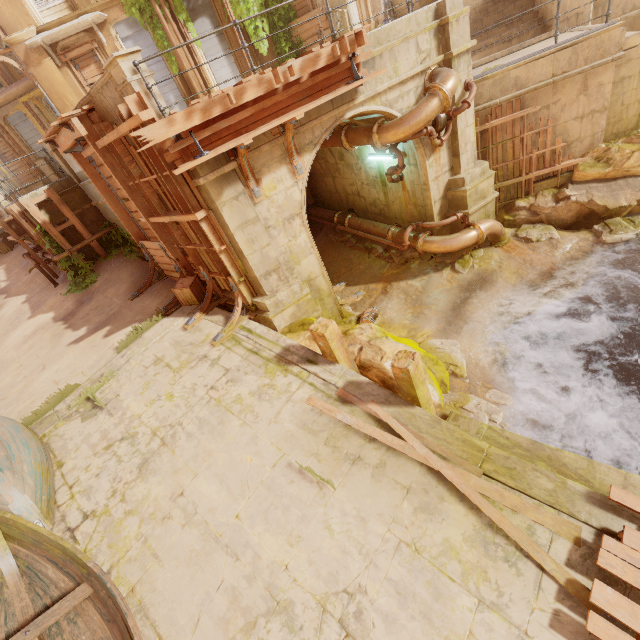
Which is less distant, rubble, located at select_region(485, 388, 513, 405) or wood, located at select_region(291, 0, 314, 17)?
rubble, located at select_region(485, 388, 513, 405)

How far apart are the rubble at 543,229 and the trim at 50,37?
17.3 meters

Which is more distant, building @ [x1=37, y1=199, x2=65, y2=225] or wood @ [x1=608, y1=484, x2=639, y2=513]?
building @ [x1=37, y1=199, x2=65, y2=225]

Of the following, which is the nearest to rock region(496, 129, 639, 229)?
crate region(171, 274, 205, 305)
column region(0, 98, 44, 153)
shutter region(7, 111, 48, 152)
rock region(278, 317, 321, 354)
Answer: rock region(278, 317, 321, 354)

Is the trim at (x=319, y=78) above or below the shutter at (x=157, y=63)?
below

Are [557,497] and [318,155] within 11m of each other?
no

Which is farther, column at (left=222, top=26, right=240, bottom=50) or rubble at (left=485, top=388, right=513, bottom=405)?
column at (left=222, top=26, right=240, bottom=50)

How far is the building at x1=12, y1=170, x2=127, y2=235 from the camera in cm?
1083
